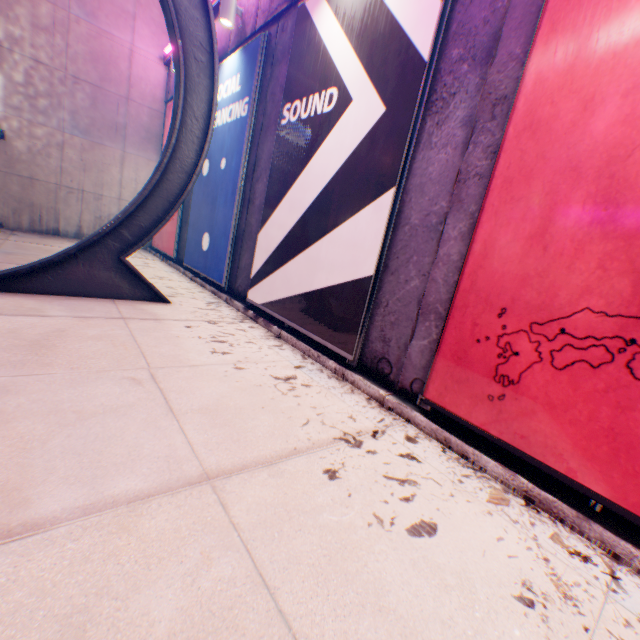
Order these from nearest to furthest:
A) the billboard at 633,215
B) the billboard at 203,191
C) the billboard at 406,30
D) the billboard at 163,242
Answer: the billboard at 633,215 < the billboard at 406,30 < the billboard at 203,191 < the billboard at 163,242

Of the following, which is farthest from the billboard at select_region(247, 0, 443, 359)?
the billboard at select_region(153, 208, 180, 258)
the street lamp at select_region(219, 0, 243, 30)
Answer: the billboard at select_region(153, 208, 180, 258)

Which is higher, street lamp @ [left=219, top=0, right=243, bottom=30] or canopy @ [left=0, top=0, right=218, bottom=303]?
street lamp @ [left=219, top=0, right=243, bottom=30]

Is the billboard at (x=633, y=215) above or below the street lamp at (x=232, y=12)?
below

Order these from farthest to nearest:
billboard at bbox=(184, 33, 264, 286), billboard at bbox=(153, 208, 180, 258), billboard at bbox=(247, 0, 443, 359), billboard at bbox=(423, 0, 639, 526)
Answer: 1. billboard at bbox=(153, 208, 180, 258)
2. billboard at bbox=(184, 33, 264, 286)
3. billboard at bbox=(247, 0, 443, 359)
4. billboard at bbox=(423, 0, 639, 526)

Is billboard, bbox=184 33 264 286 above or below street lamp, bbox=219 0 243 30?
below

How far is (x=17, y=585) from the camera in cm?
111

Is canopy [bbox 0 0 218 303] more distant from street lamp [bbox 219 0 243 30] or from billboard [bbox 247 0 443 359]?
street lamp [bbox 219 0 243 30]
